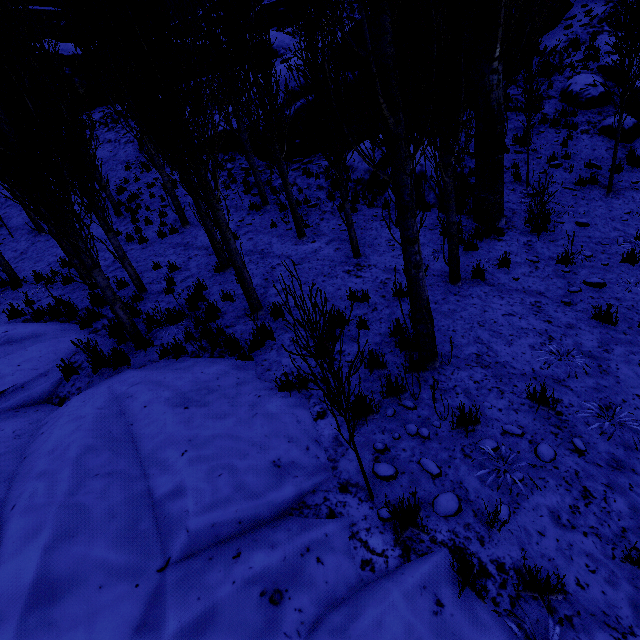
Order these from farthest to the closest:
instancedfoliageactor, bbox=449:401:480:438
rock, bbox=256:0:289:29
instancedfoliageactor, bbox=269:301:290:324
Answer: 1. rock, bbox=256:0:289:29
2. instancedfoliageactor, bbox=449:401:480:438
3. instancedfoliageactor, bbox=269:301:290:324

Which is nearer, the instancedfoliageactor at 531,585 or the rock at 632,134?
the instancedfoliageactor at 531,585

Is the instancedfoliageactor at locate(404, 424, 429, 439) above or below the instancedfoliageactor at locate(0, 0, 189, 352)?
below

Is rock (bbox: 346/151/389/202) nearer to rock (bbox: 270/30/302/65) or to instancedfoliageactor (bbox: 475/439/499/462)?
instancedfoliageactor (bbox: 475/439/499/462)

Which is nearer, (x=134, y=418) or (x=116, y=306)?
(x=134, y=418)

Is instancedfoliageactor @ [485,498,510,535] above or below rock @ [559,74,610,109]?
below

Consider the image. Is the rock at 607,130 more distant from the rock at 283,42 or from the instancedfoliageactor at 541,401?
the rock at 283,42

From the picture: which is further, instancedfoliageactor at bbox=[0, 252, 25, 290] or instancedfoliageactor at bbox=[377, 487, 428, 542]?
instancedfoliageactor at bbox=[0, 252, 25, 290]
